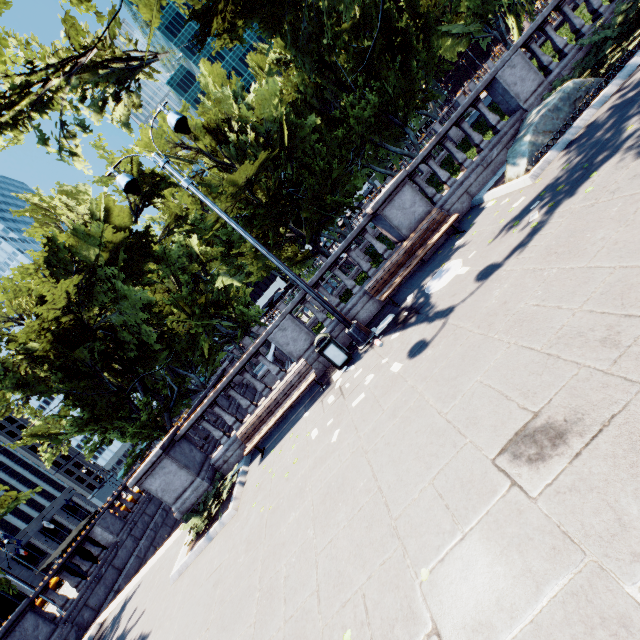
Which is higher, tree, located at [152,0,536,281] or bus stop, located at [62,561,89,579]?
tree, located at [152,0,536,281]

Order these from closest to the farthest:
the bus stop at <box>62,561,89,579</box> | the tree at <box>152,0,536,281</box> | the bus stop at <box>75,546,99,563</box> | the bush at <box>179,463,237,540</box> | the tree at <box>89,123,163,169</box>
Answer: the bush at <box>179,463,237,540</box>
the tree at <box>152,0,536,281</box>
the bus stop at <box>62,561,89,579</box>
the bus stop at <box>75,546,99,563</box>
the tree at <box>89,123,163,169</box>

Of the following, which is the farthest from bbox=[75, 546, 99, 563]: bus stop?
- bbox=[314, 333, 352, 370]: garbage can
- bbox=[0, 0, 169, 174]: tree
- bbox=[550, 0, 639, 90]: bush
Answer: bbox=[550, 0, 639, 90]: bush

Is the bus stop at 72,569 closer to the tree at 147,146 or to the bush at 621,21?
the tree at 147,146

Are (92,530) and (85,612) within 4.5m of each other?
yes

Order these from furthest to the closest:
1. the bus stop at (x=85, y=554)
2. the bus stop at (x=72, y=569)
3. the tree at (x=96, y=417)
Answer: the bus stop at (x=85, y=554)
the bus stop at (x=72, y=569)
the tree at (x=96, y=417)

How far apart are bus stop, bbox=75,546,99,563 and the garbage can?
19.42m
